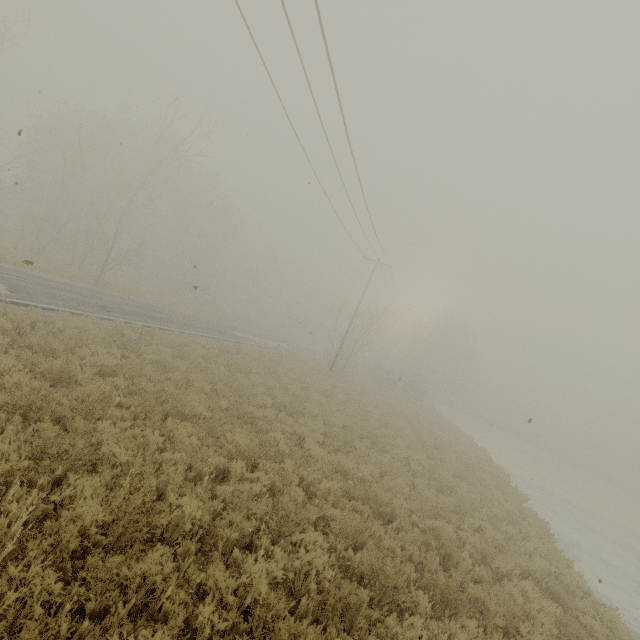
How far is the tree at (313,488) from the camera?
7.68m

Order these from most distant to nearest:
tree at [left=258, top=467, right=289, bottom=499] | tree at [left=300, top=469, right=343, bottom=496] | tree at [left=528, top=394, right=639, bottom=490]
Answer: tree at [left=528, top=394, right=639, bottom=490]
tree at [left=300, top=469, right=343, bottom=496]
tree at [left=258, top=467, right=289, bottom=499]

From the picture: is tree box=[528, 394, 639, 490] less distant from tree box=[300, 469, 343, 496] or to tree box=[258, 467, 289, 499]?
tree box=[300, 469, 343, 496]

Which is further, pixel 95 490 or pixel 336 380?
pixel 336 380

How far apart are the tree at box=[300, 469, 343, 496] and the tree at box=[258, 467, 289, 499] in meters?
1.0 m

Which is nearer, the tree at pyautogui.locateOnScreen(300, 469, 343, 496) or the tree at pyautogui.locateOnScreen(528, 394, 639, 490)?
the tree at pyautogui.locateOnScreen(300, 469, 343, 496)

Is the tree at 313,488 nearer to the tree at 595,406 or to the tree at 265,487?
the tree at 265,487

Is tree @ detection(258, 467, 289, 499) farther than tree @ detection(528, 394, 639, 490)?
No
